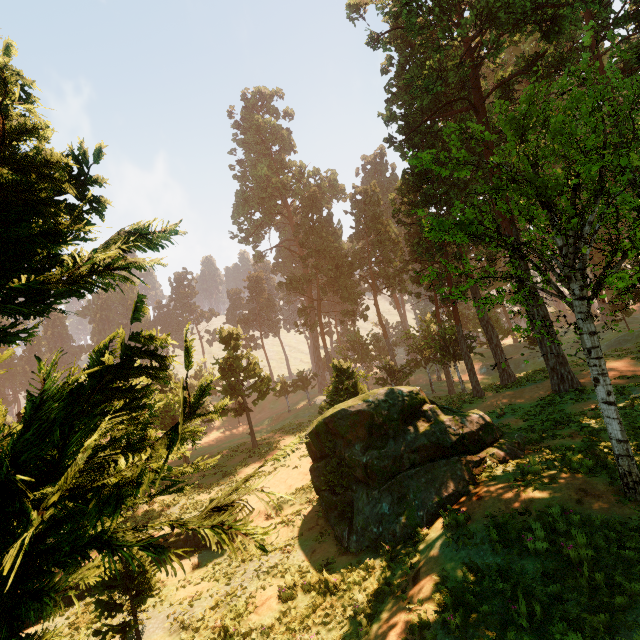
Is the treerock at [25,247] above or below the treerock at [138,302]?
above

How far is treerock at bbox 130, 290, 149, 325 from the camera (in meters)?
2.76

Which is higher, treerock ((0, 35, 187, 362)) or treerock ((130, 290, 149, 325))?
treerock ((0, 35, 187, 362))

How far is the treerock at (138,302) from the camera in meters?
2.8 m

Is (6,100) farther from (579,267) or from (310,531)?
(310,531)
